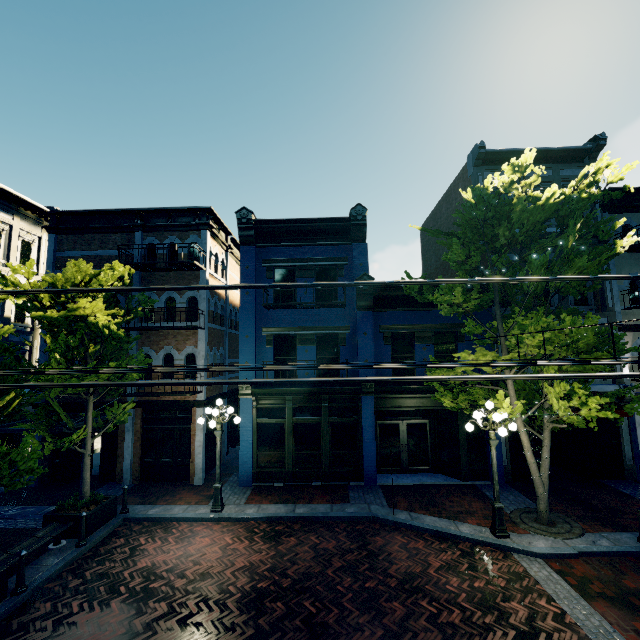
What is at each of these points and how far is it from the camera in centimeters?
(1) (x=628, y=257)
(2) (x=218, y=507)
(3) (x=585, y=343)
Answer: (1) building, 1403cm
(2) light, 1071cm
(3) tree, 907cm

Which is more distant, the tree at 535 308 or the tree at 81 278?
the tree at 535 308

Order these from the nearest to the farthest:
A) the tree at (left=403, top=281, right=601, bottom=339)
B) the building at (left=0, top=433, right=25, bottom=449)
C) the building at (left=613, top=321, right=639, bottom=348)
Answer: the tree at (left=403, top=281, right=601, bottom=339) < the building at (left=613, top=321, right=639, bottom=348) < the building at (left=0, top=433, right=25, bottom=449)

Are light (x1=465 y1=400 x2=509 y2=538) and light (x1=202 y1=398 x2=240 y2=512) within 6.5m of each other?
no

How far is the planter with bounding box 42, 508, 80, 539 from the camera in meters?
9.2 m

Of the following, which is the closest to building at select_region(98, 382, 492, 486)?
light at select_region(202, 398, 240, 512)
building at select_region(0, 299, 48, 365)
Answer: light at select_region(202, 398, 240, 512)

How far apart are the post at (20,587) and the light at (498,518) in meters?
11.4

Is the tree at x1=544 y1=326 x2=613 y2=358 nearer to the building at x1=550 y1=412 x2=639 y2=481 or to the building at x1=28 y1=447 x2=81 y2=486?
the building at x1=550 y1=412 x2=639 y2=481
